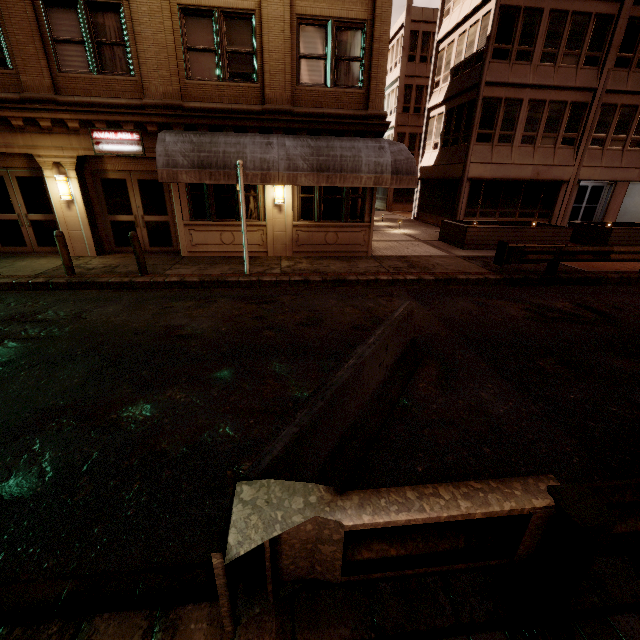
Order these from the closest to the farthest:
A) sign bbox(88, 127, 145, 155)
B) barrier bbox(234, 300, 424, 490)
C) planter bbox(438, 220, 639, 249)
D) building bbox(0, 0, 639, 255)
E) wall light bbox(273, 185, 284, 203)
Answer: barrier bbox(234, 300, 424, 490), building bbox(0, 0, 639, 255), sign bbox(88, 127, 145, 155), wall light bbox(273, 185, 284, 203), planter bbox(438, 220, 639, 249)

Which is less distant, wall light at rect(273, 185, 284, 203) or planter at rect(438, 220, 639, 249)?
wall light at rect(273, 185, 284, 203)

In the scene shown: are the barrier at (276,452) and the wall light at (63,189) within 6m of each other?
no

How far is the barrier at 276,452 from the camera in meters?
2.4

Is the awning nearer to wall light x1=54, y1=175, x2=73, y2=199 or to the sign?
the sign

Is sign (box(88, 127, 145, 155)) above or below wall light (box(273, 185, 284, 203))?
above

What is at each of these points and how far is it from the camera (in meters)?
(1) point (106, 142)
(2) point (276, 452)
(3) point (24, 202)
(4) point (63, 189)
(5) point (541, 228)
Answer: (1) sign, 10.08
(2) barrier, 2.30
(3) building, 10.98
(4) wall light, 10.41
(5) planter, 14.15

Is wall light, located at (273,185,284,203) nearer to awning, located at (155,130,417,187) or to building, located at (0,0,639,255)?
building, located at (0,0,639,255)
